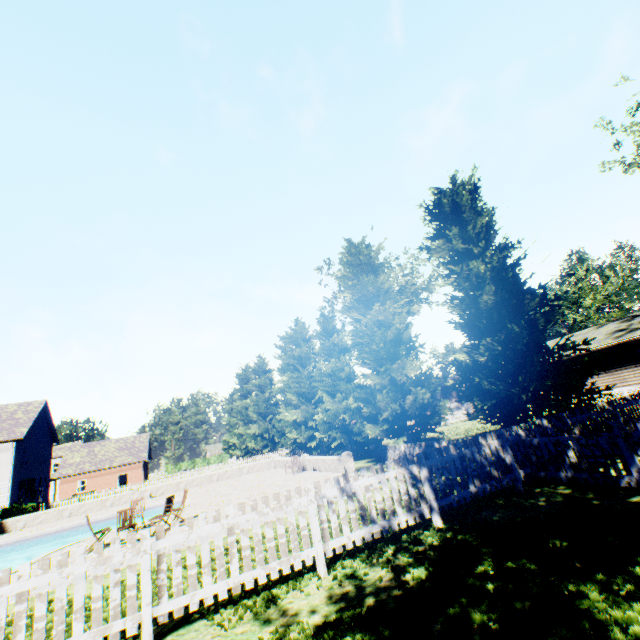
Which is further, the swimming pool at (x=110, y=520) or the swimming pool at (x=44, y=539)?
the swimming pool at (x=110, y=520)

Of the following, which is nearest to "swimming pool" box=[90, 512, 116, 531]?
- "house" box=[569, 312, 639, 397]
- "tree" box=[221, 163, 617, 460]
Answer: "tree" box=[221, 163, 617, 460]

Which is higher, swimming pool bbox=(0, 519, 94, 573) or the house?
the house

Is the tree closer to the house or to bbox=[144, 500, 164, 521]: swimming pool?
the house

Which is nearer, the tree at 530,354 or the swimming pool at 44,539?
the tree at 530,354

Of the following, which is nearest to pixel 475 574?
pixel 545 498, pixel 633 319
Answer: pixel 545 498
